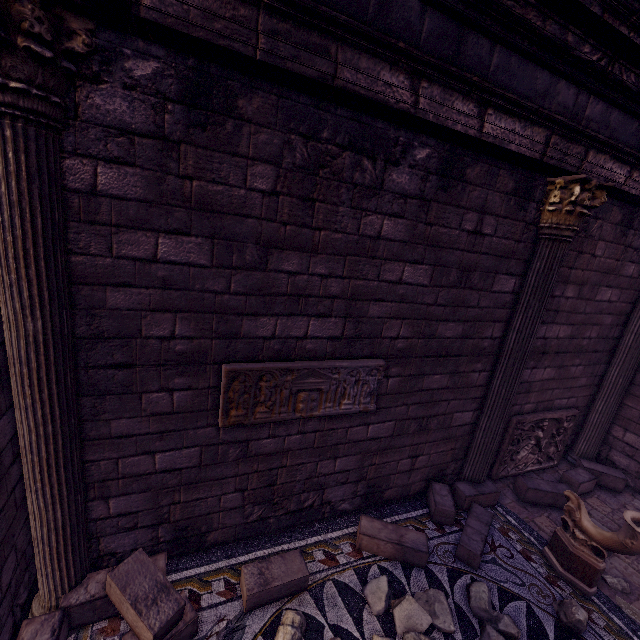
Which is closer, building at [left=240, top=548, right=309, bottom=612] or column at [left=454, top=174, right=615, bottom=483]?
building at [left=240, top=548, right=309, bottom=612]

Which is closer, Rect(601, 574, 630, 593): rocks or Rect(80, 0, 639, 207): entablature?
Rect(80, 0, 639, 207): entablature

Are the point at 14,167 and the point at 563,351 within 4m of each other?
no

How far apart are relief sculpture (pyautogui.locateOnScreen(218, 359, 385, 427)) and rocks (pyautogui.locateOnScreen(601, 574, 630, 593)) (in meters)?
3.82

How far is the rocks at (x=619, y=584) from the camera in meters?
4.1 m

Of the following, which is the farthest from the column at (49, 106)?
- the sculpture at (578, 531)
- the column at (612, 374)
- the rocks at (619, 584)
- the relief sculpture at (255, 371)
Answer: the column at (612, 374)

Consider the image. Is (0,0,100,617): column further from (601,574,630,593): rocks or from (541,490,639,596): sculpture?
(601,574,630,593): rocks

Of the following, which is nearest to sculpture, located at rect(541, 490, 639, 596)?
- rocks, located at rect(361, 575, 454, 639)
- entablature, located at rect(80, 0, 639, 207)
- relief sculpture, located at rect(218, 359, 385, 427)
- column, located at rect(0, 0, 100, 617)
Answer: rocks, located at rect(361, 575, 454, 639)
